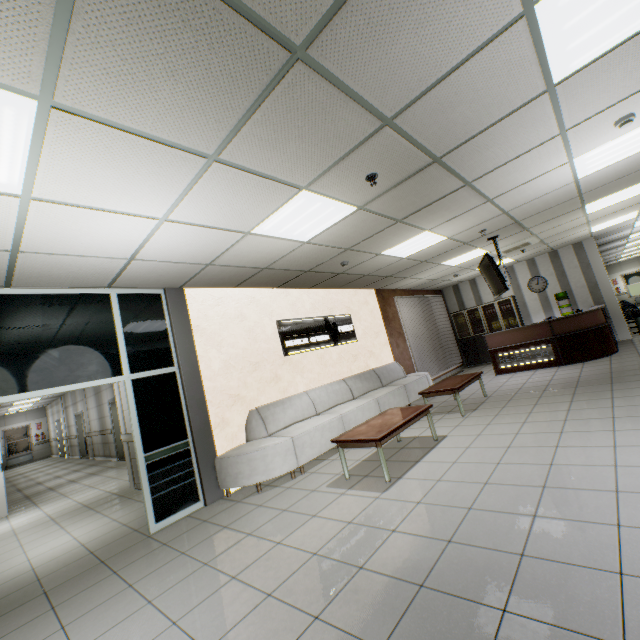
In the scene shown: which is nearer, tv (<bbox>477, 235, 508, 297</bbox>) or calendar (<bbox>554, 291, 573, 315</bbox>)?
tv (<bbox>477, 235, 508, 297</bbox>)

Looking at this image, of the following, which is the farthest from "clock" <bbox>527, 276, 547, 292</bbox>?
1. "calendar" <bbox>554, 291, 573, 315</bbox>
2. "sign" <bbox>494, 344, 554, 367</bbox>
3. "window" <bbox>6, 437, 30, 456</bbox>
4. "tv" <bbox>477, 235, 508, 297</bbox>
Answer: "window" <bbox>6, 437, 30, 456</bbox>

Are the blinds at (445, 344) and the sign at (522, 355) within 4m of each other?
yes

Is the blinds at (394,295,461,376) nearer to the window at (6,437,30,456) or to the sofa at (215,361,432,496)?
the sofa at (215,361,432,496)

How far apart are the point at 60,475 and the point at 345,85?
15.0m

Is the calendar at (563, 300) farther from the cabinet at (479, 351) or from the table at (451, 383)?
the table at (451, 383)

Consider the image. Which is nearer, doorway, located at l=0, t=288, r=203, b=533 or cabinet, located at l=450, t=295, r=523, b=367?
doorway, located at l=0, t=288, r=203, b=533

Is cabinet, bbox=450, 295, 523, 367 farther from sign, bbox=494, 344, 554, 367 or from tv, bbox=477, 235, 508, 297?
tv, bbox=477, 235, 508, 297
